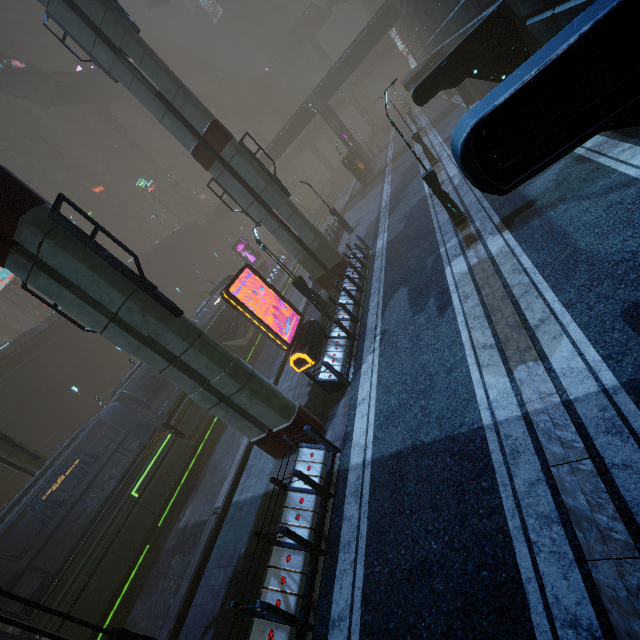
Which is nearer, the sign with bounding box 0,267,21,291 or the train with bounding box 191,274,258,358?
the train with bounding box 191,274,258,358

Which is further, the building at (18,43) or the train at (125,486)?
the building at (18,43)

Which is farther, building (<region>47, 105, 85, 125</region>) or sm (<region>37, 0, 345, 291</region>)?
building (<region>47, 105, 85, 125</region>)

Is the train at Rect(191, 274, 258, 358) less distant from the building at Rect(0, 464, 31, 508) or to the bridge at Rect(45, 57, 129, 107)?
the building at Rect(0, 464, 31, 508)

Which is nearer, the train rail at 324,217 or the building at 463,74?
the building at 463,74

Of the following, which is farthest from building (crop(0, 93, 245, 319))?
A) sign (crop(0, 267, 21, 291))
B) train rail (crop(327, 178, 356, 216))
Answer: sign (crop(0, 267, 21, 291))

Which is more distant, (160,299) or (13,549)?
(13,549)

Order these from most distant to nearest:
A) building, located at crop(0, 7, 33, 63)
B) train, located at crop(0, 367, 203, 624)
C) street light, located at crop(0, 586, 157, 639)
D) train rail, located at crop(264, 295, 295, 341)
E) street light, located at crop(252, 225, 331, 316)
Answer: building, located at crop(0, 7, 33, 63) < train rail, located at crop(264, 295, 295, 341) < street light, located at crop(252, 225, 331, 316) < train, located at crop(0, 367, 203, 624) < street light, located at crop(0, 586, 157, 639)
